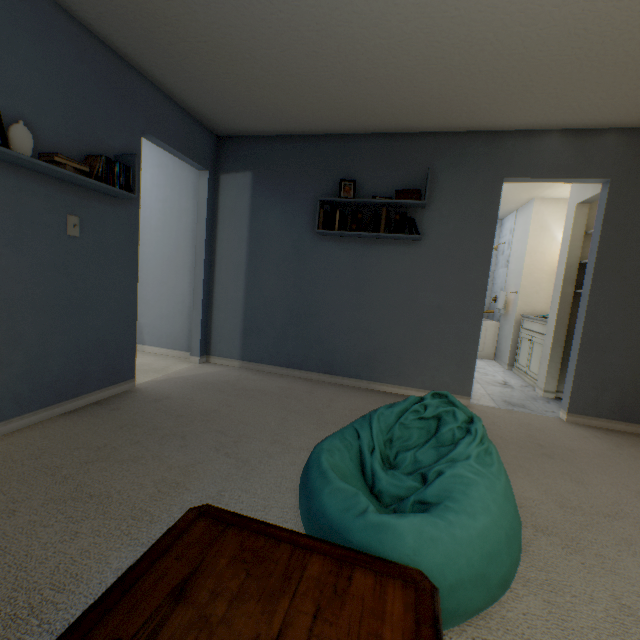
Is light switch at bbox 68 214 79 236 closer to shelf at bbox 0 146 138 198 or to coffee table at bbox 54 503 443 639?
shelf at bbox 0 146 138 198

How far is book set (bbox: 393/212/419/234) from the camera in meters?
2.9 m

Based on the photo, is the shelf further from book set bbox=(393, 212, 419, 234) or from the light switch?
book set bbox=(393, 212, 419, 234)

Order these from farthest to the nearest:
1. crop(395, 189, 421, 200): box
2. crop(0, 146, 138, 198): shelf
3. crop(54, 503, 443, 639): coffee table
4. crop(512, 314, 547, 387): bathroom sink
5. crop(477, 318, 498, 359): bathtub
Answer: crop(477, 318, 498, 359): bathtub < crop(512, 314, 547, 387): bathroom sink < crop(395, 189, 421, 200): box < crop(0, 146, 138, 198): shelf < crop(54, 503, 443, 639): coffee table

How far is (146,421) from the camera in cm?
216

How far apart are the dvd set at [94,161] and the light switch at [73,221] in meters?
0.3

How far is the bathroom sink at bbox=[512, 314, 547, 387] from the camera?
4.0 meters

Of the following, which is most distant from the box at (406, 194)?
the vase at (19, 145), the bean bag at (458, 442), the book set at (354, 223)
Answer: the vase at (19, 145)
